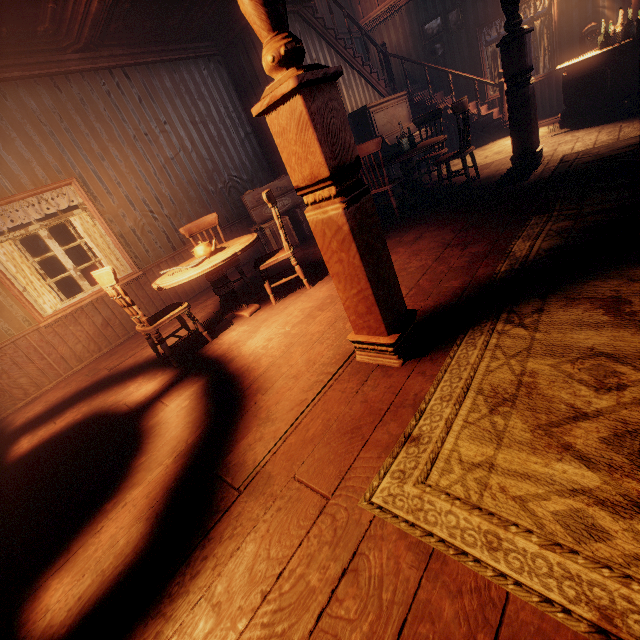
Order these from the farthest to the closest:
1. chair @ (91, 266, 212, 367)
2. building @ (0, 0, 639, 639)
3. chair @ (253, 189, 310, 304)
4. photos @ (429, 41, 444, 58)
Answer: photos @ (429, 41, 444, 58), chair @ (253, 189, 310, 304), chair @ (91, 266, 212, 367), building @ (0, 0, 639, 639)

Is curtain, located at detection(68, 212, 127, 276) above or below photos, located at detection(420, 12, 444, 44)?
below

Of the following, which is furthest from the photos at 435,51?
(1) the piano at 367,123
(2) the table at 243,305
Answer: (2) the table at 243,305

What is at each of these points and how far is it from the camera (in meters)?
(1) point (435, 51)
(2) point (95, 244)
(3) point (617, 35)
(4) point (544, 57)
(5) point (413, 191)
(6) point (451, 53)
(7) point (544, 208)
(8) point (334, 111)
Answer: (1) photos, 8.63
(2) curtain, 5.07
(3) glass bottle set, 5.17
(4) curtain, 7.50
(5) table, 5.84
(6) building, 8.48
(7) building, 3.22
(8) pillars, 1.60

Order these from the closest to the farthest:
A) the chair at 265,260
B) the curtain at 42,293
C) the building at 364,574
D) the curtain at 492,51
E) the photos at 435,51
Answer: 1. the building at 364,574
2. the chair at 265,260
3. the curtain at 42,293
4. the curtain at 492,51
5. the photos at 435,51

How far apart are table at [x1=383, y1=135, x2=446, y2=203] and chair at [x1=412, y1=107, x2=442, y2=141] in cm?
27

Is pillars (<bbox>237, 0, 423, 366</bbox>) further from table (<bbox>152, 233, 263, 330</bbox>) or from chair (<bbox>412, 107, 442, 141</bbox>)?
chair (<bbox>412, 107, 442, 141</bbox>)

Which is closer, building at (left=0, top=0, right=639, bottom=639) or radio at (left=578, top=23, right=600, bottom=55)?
building at (left=0, top=0, right=639, bottom=639)
